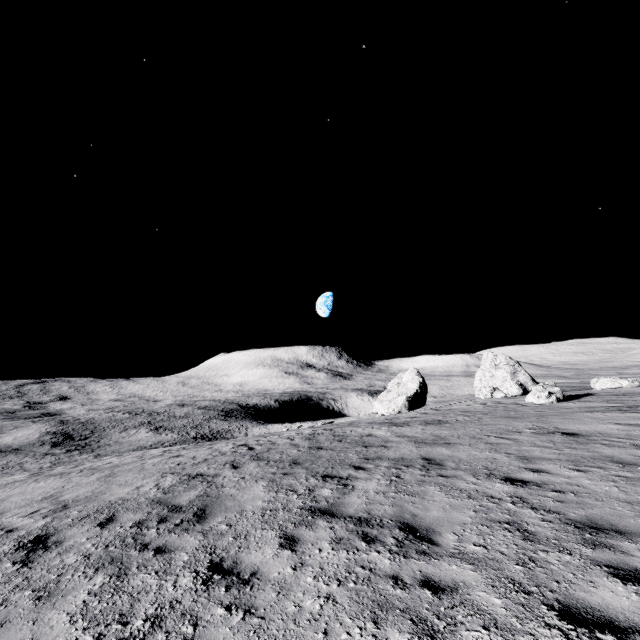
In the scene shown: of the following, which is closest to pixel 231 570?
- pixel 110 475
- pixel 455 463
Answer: pixel 455 463

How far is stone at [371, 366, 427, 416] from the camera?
38.3m

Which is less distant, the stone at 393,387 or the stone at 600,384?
the stone at 600,384

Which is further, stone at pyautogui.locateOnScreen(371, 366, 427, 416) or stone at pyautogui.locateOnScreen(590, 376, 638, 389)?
stone at pyautogui.locateOnScreen(371, 366, 427, 416)

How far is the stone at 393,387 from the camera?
38.3m
